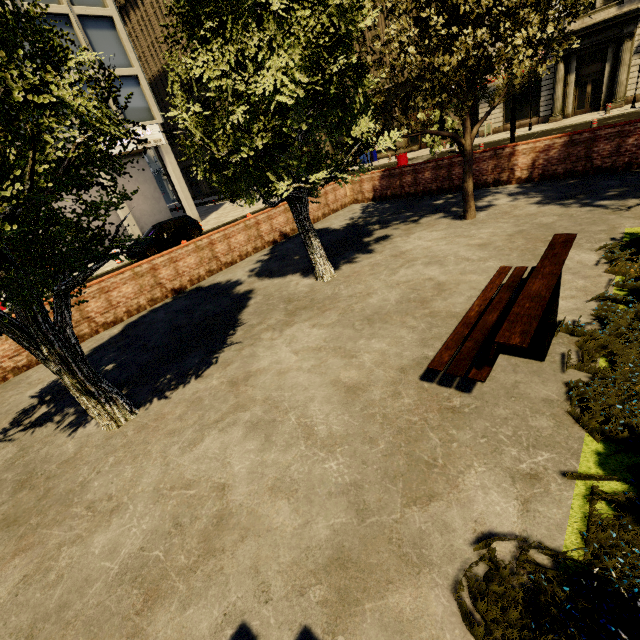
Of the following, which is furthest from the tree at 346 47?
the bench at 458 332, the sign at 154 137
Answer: the sign at 154 137

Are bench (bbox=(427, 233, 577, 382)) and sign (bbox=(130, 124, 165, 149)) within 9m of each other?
no

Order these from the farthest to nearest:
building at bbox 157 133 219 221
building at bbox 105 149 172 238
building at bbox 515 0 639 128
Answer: building at bbox 157 133 219 221
building at bbox 105 149 172 238
building at bbox 515 0 639 128

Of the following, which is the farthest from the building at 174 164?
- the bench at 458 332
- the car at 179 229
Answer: the bench at 458 332

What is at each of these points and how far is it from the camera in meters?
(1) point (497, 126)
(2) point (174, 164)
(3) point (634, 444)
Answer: (1) building, 26.0
(2) building, 23.8
(3) plant, 2.5

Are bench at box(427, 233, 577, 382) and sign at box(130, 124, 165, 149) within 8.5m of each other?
no

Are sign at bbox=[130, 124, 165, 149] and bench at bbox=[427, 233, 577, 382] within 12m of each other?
no

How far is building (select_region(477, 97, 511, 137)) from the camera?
25.1 meters
